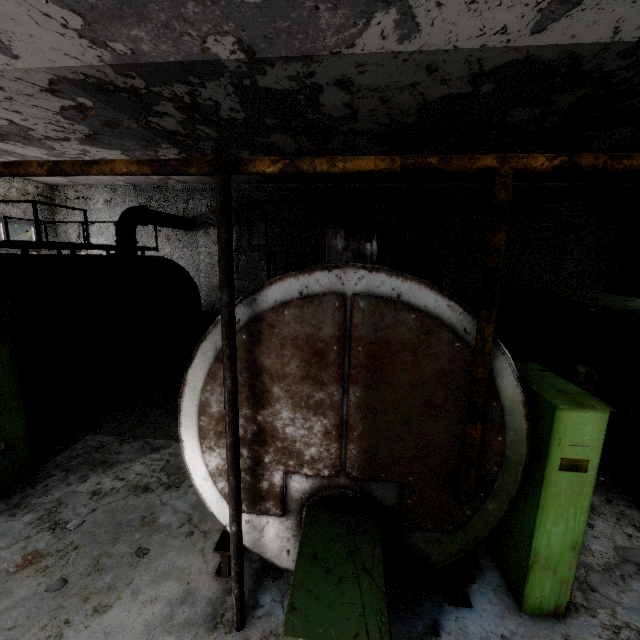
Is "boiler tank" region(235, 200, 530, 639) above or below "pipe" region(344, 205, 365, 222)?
below

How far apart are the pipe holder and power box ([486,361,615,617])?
2.99m

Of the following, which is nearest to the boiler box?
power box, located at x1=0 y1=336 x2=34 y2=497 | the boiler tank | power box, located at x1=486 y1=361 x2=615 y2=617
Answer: power box, located at x1=486 y1=361 x2=615 y2=617

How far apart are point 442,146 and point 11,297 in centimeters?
1061cm

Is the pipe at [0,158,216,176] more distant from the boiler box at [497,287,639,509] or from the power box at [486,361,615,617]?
the power box at [486,361,615,617]

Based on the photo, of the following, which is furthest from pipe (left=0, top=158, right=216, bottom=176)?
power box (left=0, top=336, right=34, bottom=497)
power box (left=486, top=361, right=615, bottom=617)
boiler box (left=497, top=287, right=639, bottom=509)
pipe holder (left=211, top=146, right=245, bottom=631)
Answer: power box (left=0, top=336, right=34, bottom=497)

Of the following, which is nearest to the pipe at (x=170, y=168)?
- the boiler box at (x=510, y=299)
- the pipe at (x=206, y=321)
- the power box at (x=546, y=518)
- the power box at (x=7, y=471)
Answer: the pipe at (x=206, y=321)

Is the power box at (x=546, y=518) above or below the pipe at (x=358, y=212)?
below
